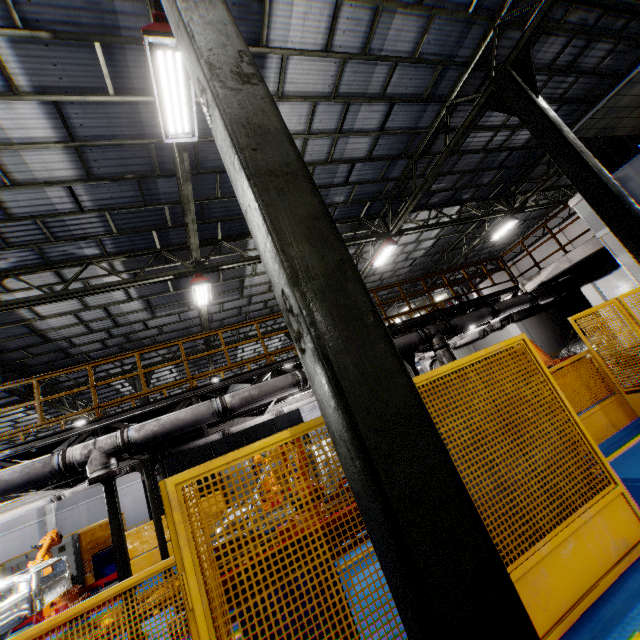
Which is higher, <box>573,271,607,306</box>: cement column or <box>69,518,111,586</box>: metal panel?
<box>573,271,607,306</box>: cement column

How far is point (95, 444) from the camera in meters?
6.4 m

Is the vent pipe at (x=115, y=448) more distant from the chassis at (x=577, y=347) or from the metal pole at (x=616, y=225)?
the metal pole at (x=616, y=225)

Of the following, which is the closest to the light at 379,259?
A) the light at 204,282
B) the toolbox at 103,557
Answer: the light at 204,282

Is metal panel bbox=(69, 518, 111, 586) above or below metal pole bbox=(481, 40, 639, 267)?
below

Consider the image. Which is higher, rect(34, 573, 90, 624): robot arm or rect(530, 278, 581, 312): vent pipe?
rect(530, 278, 581, 312): vent pipe

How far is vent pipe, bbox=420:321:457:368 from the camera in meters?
9.5

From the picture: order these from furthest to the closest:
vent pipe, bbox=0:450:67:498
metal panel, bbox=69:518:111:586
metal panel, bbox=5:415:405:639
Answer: metal panel, bbox=69:518:111:586 < vent pipe, bbox=0:450:67:498 < metal panel, bbox=5:415:405:639
